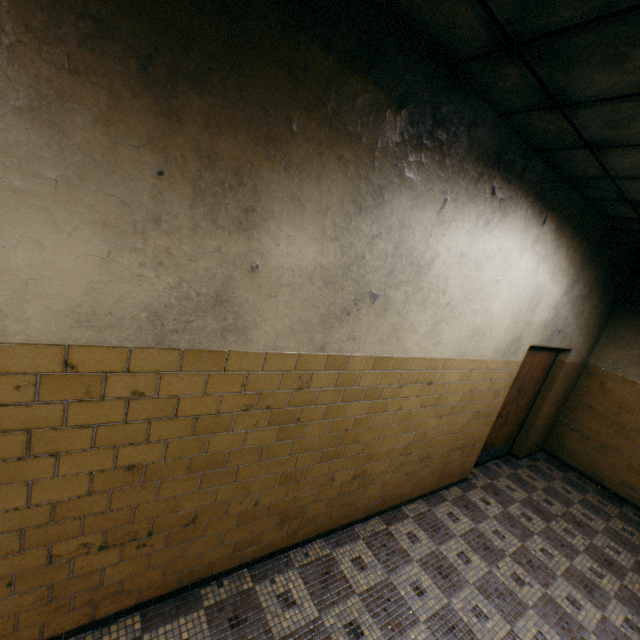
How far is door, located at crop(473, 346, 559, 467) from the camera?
4.9 meters

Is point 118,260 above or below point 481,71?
below

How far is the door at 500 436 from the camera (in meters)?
4.93
